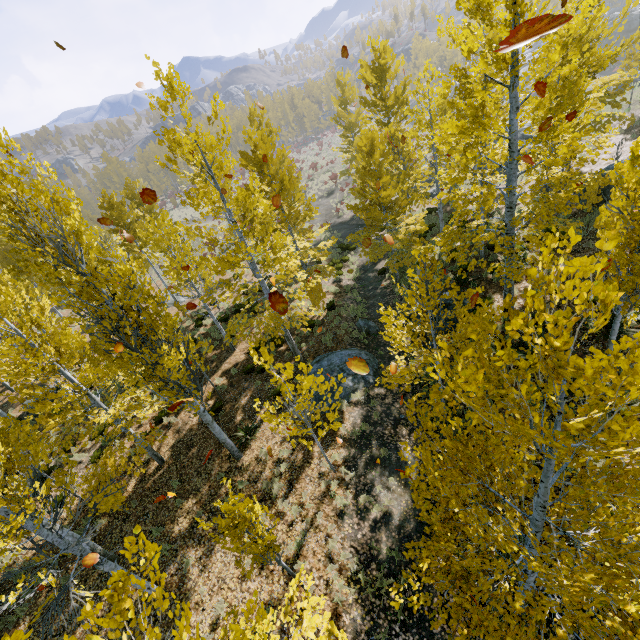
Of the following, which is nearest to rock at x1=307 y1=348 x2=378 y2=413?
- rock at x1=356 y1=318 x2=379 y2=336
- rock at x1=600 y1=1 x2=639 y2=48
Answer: rock at x1=356 y1=318 x2=379 y2=336

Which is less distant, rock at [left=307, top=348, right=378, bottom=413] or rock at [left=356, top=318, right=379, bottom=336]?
rock at [left=307, top=348, right=378, bottom=413]

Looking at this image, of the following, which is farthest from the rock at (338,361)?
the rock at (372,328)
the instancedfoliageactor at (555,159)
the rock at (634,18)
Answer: the rock at (634,18)

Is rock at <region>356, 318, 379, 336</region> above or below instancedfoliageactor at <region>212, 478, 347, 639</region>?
below

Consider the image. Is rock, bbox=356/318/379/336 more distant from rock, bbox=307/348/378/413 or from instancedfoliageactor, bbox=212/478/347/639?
rock, bbox=307/348/378/413

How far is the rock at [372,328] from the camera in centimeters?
1473cm

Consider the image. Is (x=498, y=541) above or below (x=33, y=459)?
below
